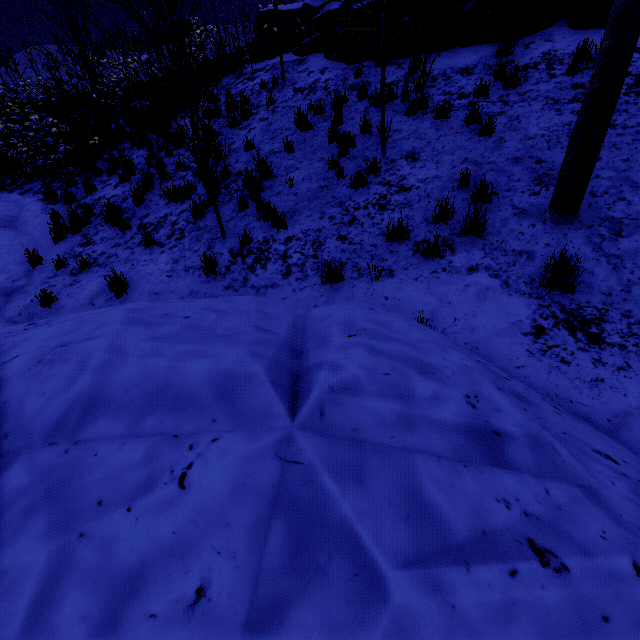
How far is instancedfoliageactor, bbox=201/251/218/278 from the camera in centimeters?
516cm

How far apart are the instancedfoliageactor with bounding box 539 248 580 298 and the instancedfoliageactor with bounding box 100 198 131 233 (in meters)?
8.09

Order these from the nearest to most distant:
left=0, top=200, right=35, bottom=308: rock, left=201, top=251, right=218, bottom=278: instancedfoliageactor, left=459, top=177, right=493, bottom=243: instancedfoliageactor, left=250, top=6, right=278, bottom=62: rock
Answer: left=459, top=177, right=493, bottom=243: instancedfoliageactor → left=201, top=251, right=218, bottom=278: instancedfoliageactor → left=0, top=200, right=35, bottom=308: rock → left=250, top=6, right=278, bottom=62: rock

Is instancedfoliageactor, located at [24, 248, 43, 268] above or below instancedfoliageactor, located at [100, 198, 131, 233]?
below

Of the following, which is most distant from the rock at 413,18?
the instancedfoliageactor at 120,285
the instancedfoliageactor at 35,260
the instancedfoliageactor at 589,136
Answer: the instancedfoliageactor at 35,260

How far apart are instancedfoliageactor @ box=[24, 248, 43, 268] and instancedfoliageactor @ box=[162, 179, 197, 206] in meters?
3.1 m

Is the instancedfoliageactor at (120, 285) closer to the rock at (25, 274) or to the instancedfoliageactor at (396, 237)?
the rock at (25, 274)

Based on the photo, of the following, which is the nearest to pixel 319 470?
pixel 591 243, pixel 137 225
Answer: pixel 591 243
